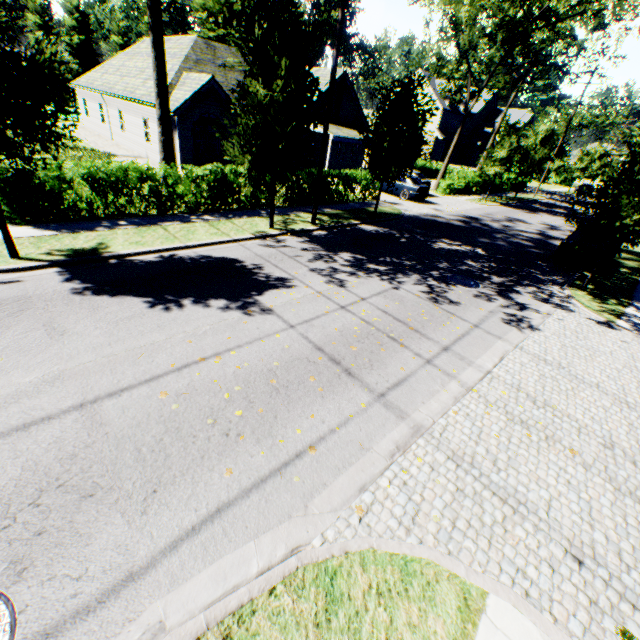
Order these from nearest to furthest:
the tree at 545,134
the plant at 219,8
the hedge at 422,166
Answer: the tree at 545,134 → the hedge at 422,166 → the plant at 219,8

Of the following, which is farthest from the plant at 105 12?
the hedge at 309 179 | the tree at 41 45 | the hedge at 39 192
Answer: the hedge at 39 192

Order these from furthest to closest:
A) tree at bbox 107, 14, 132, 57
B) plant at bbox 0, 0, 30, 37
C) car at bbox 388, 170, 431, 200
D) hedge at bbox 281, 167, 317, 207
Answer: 1. plant at bbox 0, 0, 30, 37
2. tree at bbox 107, 14, 132, 57
3. car at bbox 388, 170, 431, 200
4. hedge at bbox 281, 167, 317, 207

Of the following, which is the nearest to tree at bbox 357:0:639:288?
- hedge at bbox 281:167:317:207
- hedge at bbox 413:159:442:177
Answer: hedge at bbox 281:167:317:207

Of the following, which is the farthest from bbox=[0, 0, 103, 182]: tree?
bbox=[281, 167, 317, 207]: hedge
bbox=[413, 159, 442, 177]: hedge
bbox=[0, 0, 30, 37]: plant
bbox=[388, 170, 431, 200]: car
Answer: bbox=[388, 170, 431, 200]: car

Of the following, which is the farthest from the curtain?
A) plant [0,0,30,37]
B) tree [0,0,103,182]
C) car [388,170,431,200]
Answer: plant [0,0,30,37]

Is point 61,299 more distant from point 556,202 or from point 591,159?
point 591,159

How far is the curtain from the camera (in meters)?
21.50
